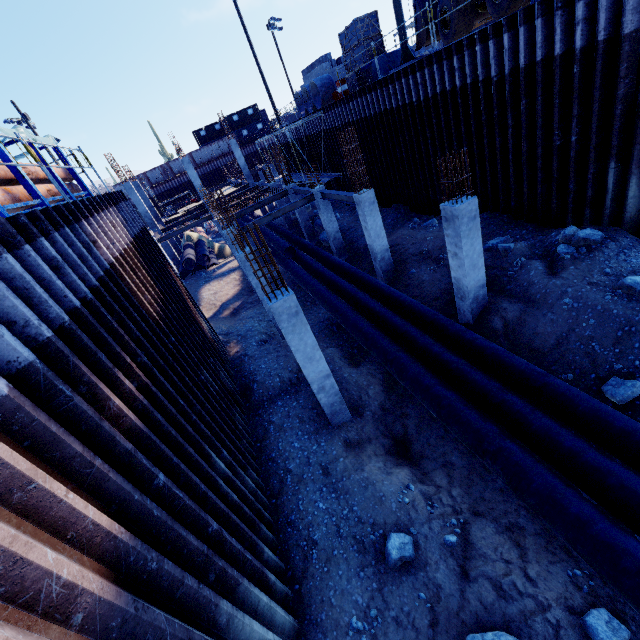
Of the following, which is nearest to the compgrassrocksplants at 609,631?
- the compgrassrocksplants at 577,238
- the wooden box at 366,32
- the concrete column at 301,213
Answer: the compgrassrocksplants at 577,238

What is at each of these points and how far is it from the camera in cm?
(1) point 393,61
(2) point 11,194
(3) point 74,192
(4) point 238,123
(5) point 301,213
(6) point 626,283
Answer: (1) wooden box, 1627
(2) pipe, 606
(3) pipe, 925
(4) cargo container, 5600
(5) concrete column, 2134
(6) compgrassrocksplants, 734

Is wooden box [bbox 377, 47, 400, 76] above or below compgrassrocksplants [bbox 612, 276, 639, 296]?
above

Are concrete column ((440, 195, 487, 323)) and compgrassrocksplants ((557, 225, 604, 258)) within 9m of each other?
yes

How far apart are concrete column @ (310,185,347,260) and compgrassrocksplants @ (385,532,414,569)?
13.9m

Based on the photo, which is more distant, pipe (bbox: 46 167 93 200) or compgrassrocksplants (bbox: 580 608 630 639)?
pipe (bbox: 46 167 93 200)

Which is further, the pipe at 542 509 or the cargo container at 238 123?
the cargo container at 238 123

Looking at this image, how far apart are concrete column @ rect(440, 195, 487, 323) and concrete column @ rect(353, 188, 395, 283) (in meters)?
4.34
